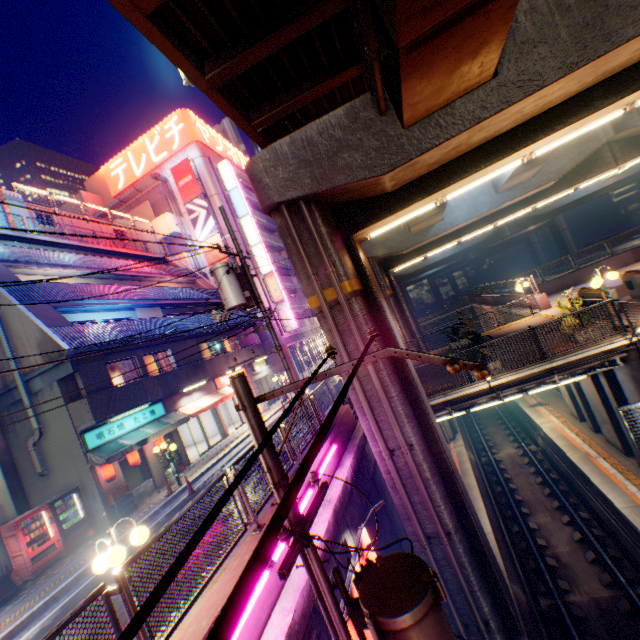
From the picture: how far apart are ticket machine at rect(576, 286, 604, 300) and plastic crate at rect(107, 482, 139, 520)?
21.5 meters

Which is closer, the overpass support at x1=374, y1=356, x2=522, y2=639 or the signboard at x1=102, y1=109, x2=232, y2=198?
the overpass support at x1=374, y1=356, x2=522, y2=639

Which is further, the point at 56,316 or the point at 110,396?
the point at 56,316

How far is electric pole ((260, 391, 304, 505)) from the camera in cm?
380

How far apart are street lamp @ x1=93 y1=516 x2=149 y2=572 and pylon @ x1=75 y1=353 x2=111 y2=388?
9.8m

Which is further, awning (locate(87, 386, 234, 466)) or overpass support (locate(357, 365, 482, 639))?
awning (locate(87, 386, 234, 466))

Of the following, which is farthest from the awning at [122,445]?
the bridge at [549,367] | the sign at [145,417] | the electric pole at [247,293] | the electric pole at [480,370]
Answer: the electric pole at [480,370]

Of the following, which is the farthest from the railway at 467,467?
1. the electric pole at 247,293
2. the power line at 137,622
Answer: the power line at 137,622
